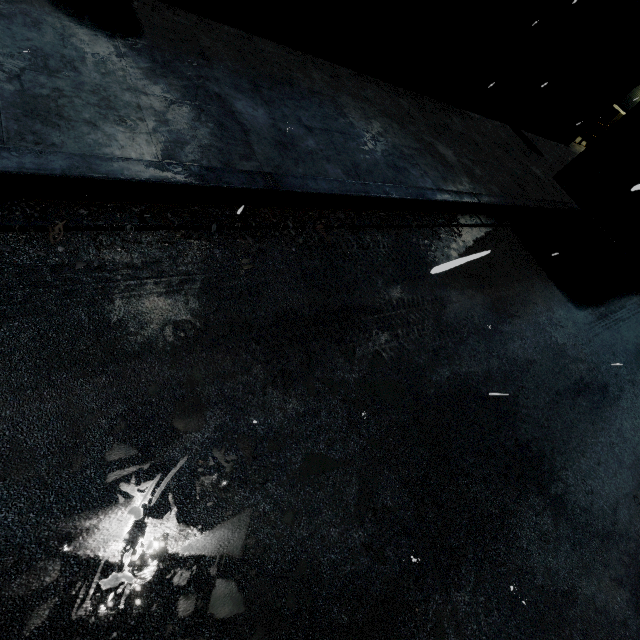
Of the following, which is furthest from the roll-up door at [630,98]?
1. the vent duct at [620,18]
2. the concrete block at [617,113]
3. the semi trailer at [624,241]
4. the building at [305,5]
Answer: the vent duct at [620,18]

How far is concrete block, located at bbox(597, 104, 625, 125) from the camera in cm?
1888

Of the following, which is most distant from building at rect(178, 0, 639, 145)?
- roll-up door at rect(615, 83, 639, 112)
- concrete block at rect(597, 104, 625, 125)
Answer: concrete block at rect(597, 104, 625, 125)

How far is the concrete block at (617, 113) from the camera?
18.9 meters

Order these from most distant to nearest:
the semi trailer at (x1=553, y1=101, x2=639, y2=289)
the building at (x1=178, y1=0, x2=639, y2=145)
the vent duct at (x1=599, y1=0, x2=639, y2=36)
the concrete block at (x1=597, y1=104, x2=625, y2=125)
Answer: the concrete block at (x1=597, y1=104, x2=625, y2=125)
the vent duct at (x1=599, y1=0, x2=639, y2=36)
the building at (x1=178, y1=0, x2=639, y2=145)
the semi trailer at (x1=553, y1=101, x2=639, y2=289)

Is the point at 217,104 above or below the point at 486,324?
above

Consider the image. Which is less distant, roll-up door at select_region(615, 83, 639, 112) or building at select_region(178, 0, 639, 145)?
building at select_region(178, 0, 639, 145)

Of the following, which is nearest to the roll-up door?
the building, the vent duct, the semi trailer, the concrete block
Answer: the building
